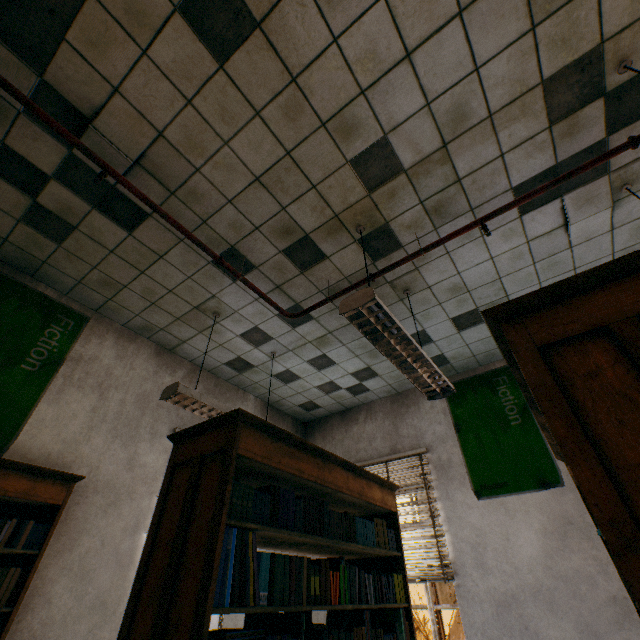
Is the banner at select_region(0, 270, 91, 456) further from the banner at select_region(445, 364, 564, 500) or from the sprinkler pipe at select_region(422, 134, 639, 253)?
the banner at select_region(445, 364, 564, 500)

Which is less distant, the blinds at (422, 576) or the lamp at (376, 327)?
the lamp at (376, 327)

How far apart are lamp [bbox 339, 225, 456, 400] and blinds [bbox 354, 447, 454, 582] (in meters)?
1.92

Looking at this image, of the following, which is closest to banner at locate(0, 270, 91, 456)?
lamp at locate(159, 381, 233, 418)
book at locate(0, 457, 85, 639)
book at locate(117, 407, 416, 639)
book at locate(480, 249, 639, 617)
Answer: book at locate(0, 457, 85, 639)

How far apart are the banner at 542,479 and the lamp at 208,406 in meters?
2.4

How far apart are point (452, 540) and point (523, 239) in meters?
3.5 m

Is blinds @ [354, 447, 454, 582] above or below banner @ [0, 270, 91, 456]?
below

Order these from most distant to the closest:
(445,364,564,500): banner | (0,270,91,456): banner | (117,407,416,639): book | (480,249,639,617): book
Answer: (445,364,564,500): banner < (0,270,91,456): banner < (117,407,416,639): book < (480,249,639,617): book
